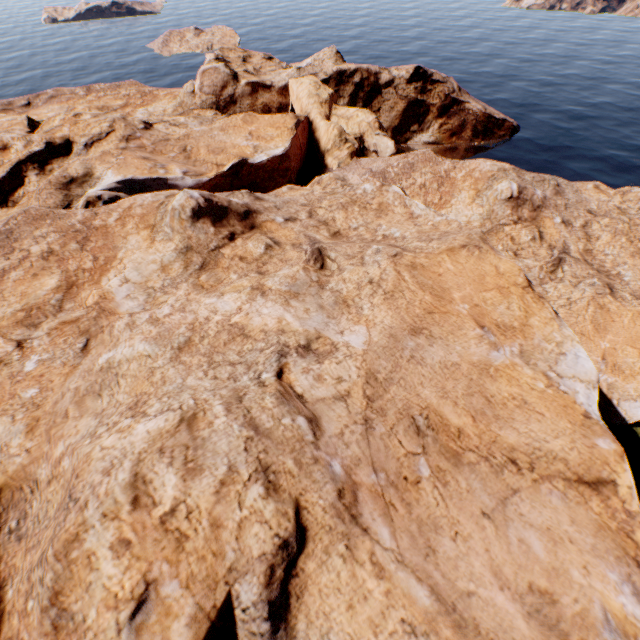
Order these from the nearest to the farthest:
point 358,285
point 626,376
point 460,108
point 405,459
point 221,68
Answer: point 405,459 → point 358,285 → point 626,376 → point 221,68 → point 460,108
